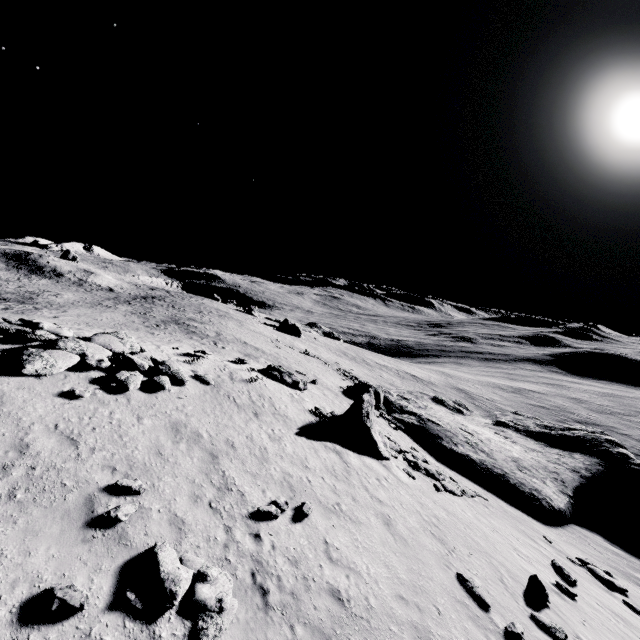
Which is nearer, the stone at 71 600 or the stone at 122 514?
the stone at 71 600

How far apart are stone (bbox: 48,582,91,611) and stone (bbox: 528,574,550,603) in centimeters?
1375cm

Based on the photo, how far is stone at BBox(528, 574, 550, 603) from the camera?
11.2m

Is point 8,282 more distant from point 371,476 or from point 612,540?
point 612,540

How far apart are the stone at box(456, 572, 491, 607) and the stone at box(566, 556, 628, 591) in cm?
1038

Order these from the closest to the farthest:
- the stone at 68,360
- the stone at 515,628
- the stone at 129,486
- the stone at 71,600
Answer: the stone at 71,600 → the stone at 129,486 → the stone at 515,628 → the stone at 68,360

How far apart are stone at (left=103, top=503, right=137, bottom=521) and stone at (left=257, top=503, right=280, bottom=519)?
3.2m

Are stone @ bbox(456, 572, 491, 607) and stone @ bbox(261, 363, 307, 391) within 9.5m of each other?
no
